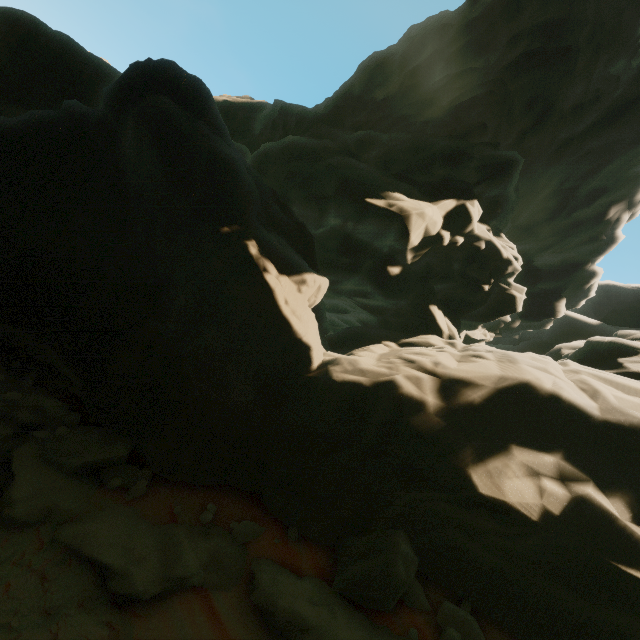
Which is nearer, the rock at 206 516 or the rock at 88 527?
the rock at 88 527

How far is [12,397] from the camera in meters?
8.0 m

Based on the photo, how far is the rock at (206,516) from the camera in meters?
7.1 m

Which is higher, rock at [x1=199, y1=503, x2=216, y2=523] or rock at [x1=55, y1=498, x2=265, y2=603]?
rock at [x1=199, y1=503, x2=216, y2=523]

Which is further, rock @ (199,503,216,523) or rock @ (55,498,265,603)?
rock @ (199,503,216,523)

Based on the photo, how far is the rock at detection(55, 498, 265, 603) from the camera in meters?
5.6 m
